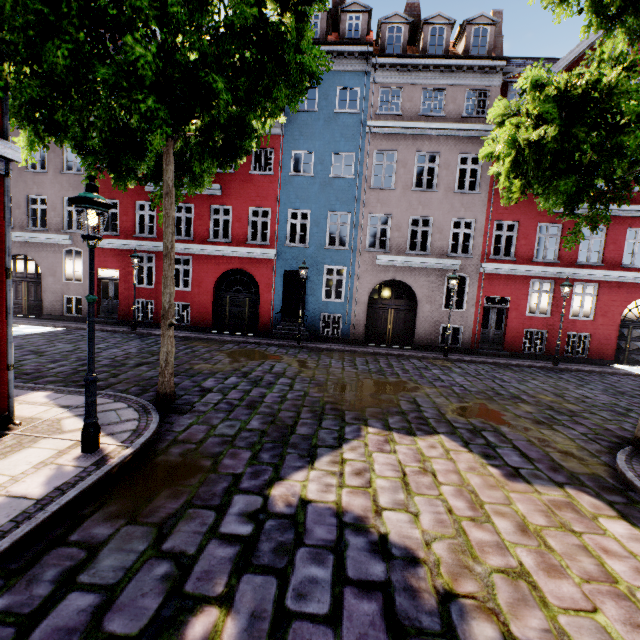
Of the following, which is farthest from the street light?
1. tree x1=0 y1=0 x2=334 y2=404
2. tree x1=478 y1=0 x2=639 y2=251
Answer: tree x1=478 y1=0 x2=639 y2=251

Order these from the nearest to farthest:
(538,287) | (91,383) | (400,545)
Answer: (400,545), (91,383), (538,287)

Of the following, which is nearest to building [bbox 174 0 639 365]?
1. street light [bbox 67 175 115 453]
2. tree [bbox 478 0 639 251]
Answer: tree [bbox 478 0 639 251]

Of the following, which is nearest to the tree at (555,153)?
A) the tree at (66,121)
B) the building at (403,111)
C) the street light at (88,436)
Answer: the building at (403,111)

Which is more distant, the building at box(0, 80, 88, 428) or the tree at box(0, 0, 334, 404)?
the building at box(0, 80, 88, 428)

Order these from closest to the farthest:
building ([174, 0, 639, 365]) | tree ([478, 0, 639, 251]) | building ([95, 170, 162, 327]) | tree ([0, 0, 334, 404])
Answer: tree ([0, 0, 334, 404]), tree ([478, 0, 639, 251]), building ([174, 0, 639, 365]), building ([95, 170, 162, 327])

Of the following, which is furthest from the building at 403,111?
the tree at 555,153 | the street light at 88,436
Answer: the street light at 88,436
